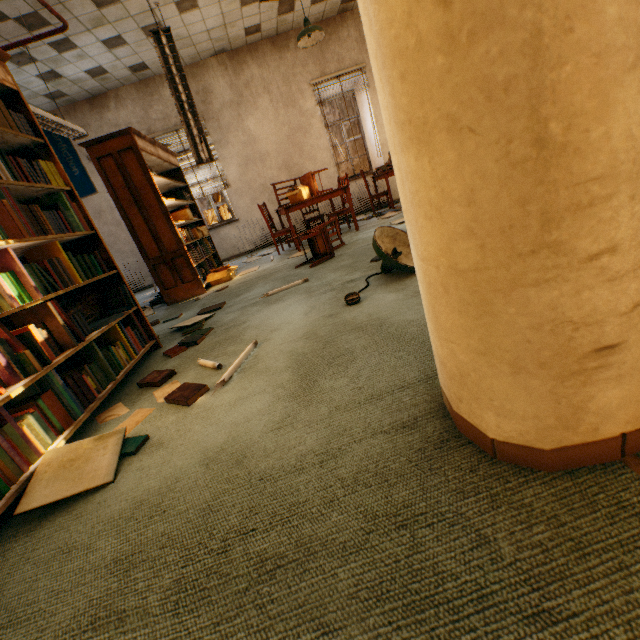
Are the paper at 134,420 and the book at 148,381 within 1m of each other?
yes

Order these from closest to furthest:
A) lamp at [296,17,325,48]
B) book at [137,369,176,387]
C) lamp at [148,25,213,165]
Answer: book at [137,369,176,387], lamp at [148,25,213,165], lamp at [296,17,325,48]

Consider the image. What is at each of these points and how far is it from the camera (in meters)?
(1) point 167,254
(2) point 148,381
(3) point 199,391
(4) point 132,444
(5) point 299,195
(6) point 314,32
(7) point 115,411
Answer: (1) book, 4.49
(2) book, 2.08
(3) book, 1.72
(4) book, 1.46
(5) cardboard box, 5.23
(6) lamp, 4.85
(7) paper, 1.90

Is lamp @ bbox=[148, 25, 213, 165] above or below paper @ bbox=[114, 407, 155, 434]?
above

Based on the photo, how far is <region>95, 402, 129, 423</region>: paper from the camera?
1.8m

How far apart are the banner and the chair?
4.17m

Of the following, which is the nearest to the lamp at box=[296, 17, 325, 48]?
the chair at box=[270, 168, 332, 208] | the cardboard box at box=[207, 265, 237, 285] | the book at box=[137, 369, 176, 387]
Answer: the chair at box=[270, 168, 332, 208]

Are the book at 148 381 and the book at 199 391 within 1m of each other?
yes
